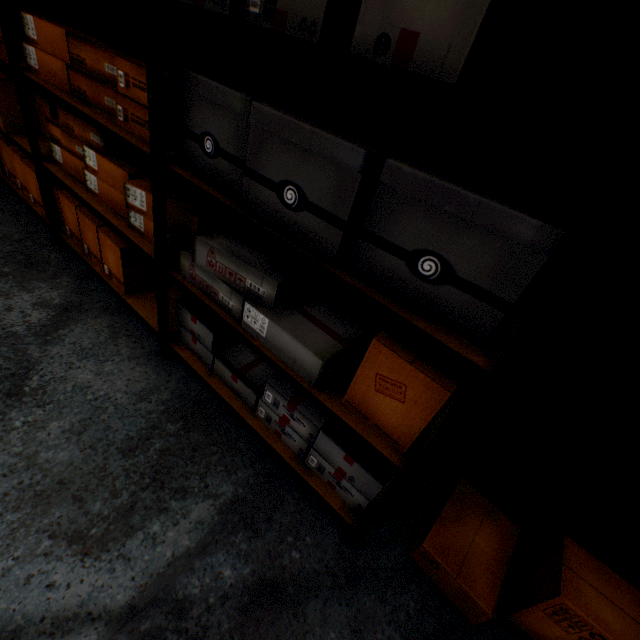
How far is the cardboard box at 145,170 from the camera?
1.4 meters

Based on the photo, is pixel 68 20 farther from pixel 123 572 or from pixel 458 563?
pixel 458 563

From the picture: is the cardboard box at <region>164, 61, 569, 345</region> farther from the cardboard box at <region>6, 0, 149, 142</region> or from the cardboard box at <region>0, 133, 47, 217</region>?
the cardboard box at <region>0, 133, 47, 217</region>

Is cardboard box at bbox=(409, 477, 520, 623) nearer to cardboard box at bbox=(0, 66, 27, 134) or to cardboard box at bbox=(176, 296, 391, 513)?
cardboard box at bbox=(176, 296, 391, 513)

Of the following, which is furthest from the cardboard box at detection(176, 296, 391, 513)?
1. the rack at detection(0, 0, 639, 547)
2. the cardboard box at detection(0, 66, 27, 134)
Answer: the cardboard box at detection(0, 66, 27, 134)

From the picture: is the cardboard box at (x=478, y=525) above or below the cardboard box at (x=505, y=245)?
below

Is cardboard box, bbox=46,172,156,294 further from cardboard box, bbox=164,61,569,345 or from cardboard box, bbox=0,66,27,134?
cardboard box, bbox=164,61,569,345

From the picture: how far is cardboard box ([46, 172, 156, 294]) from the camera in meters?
1.7
